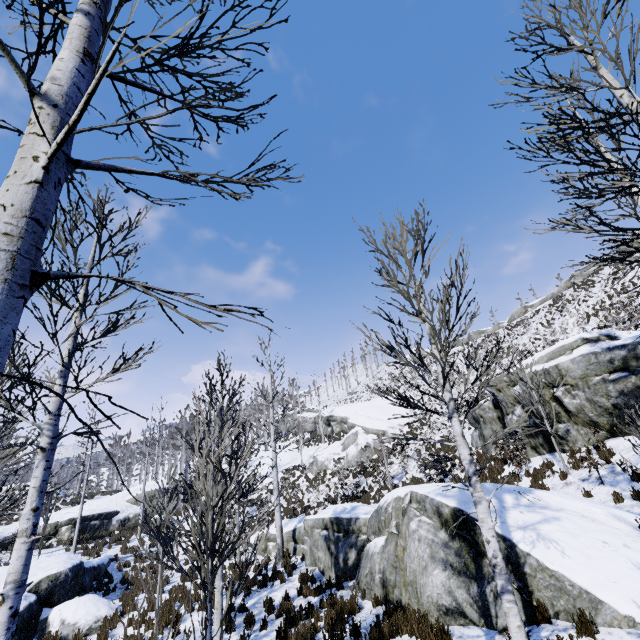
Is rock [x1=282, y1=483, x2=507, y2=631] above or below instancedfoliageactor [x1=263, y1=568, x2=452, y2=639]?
above

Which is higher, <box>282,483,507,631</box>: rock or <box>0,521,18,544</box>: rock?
<box>0,521,18,544</box>: rock

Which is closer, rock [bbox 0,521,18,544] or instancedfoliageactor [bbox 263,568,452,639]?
instancedfoliageactor [bbox 263,568,452,639]

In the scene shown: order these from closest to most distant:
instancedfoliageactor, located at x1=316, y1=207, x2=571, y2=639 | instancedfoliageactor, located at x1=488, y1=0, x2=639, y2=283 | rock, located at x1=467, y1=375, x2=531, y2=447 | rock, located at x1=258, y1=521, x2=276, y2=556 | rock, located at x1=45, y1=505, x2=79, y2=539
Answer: instancedfoliageactor, located at x1=488, y1=0, x2=639, y2=283 → instancedfoliageactor, located at x1=316, y1=207, x2=571, y2=639 → rock, located at x1=467, y1=375, x2=531, y2=447 → rock, located at x1=258, y1=521, x2=276, y2=556 → rock, located at x1=45, y1=505, x2=79, y2=539

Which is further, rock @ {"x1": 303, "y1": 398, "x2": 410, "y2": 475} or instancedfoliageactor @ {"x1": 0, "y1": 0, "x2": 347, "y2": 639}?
rock @ {"x1": 303, "y1": 398, "x2": 410, "y2": 475}

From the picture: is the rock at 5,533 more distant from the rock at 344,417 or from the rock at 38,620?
the rock at 344,417

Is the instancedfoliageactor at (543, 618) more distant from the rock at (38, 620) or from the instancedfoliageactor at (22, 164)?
the rock at (38, 620)

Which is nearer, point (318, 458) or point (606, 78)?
point (606, 78)
